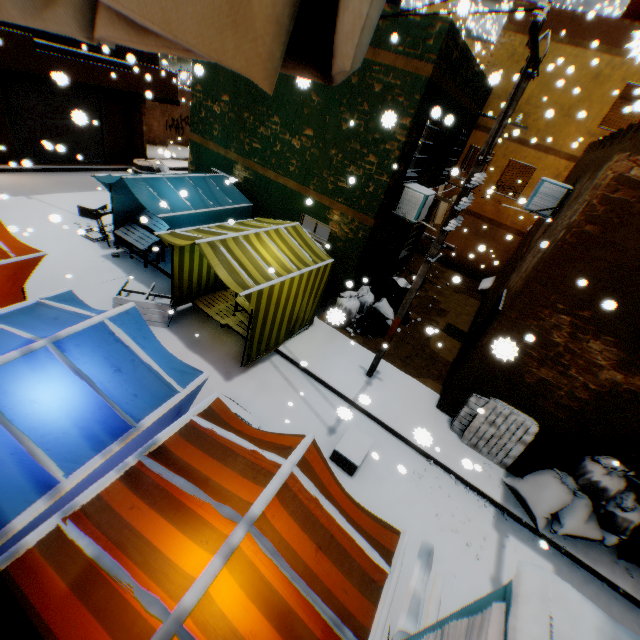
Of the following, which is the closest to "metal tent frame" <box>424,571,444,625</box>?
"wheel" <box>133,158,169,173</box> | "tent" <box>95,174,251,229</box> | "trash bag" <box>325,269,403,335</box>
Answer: "tent" <box>95,174,251,229</box>

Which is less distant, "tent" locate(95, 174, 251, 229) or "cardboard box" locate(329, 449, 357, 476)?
"cardboard box" locate(329, 449, 357, 476)

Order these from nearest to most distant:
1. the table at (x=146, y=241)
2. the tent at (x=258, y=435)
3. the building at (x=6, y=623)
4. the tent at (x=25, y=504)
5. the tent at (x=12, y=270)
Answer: the building at (x=6, y=623)
the tent at (x=25, y=504)
the tent at (x=258, y=435)
the tent at (x=12, y=270)
the table at (x=146, y=241)

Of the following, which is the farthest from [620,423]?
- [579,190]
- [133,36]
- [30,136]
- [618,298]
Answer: [30,136]

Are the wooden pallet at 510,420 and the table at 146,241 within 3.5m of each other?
no

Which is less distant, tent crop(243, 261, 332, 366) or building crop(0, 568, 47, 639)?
building crop(0, 568, 47, 639)

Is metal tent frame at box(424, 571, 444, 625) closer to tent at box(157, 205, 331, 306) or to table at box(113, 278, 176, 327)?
tent at box(157, 205, 331, 306)

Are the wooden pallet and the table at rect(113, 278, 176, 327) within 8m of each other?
yes
